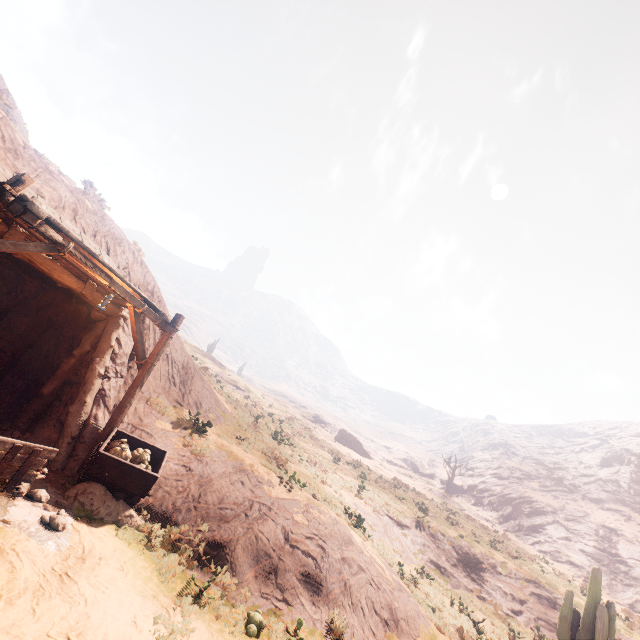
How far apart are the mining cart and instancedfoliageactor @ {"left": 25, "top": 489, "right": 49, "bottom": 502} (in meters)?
0.92

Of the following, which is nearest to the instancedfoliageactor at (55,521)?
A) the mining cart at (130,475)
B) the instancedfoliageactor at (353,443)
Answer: the mining cart at (130,475)

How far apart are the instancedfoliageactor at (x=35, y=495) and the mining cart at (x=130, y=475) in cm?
92

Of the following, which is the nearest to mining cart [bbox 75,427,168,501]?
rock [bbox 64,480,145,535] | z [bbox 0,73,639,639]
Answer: rock [bbox 64,480,145,535]

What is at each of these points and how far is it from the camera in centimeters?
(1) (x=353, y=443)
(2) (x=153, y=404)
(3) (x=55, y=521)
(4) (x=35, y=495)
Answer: (1) instancedfoliageactor, 5197cm
(2) z, 1112cm
(3) instancedfoliageactor, 582cm
(4) instancedfoliageactor, 615cm

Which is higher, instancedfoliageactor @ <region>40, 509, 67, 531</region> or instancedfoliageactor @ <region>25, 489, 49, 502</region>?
instancedfoliageactor @ <region>25, 489, 49, 502</region>

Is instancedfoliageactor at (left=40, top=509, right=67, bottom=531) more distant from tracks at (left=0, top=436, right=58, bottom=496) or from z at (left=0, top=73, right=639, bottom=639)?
z at (left=0, top=73, right=639, bottom=639)

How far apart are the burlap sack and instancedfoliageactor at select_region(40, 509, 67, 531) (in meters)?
1.13
